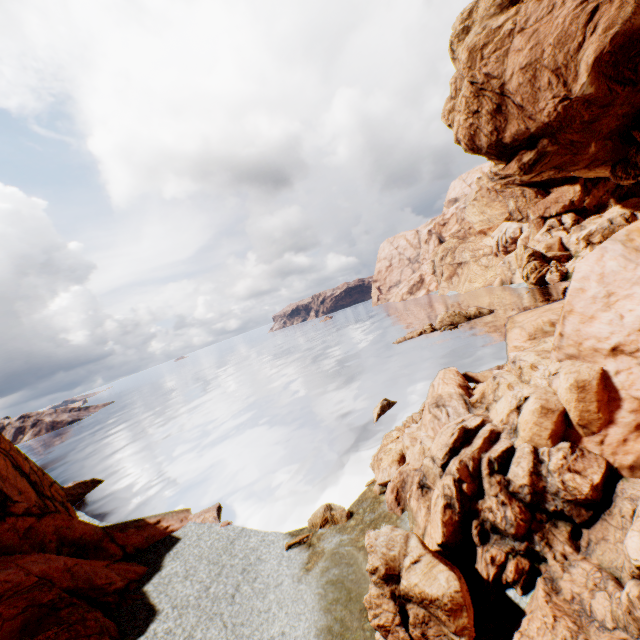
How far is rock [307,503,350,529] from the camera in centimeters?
1770cm

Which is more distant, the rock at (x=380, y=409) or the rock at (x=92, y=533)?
the rock at (x=380, y=409)

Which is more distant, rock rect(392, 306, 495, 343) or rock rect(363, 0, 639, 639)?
rock rect(392, 306, 495, 343)

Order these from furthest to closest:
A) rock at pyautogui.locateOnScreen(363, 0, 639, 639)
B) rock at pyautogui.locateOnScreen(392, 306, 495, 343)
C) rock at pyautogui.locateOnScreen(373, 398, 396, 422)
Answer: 1. rock at pyautogui.locateOnScreen(392, 306, 495, 343)
2. rock at pyautogui.locateOnScreen(373, 398, 396, 422)
3. rock at pyautogui.locateOnScreen(363, 0, 639, 639)

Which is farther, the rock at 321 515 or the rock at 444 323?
the rock at 444 323

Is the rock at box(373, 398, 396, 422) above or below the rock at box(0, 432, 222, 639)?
below

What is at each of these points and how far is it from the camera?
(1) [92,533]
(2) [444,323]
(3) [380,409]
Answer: (1) rock, 19.7m
(2) rock, 54.4m
(3) rock, 29.9m
